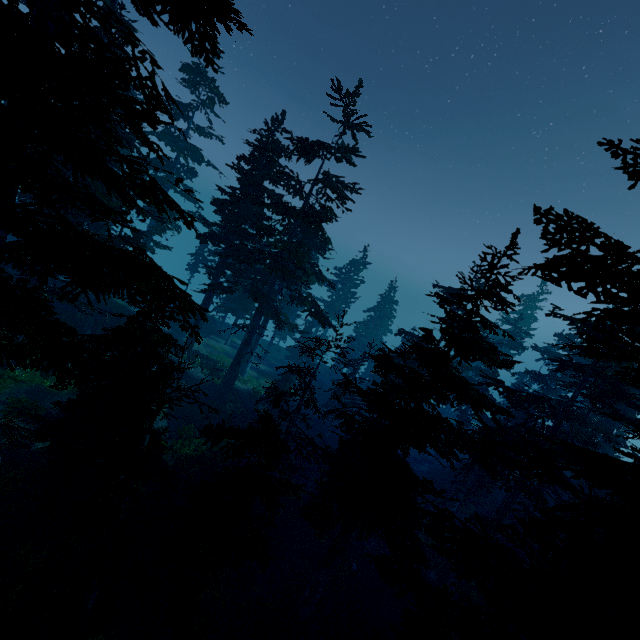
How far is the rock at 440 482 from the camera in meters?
30.9 m

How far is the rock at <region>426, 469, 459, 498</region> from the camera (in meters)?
30.86

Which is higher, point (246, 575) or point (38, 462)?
point (38, 462)

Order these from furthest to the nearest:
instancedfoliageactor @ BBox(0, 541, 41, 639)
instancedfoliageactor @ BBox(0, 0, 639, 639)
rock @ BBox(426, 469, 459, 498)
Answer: rock @ BBox(426, 469, 459, 498) → instancedfoliageactor @ BBox(0, 541, 41, 639) → instancedfoliageactor @ BBox(0, 0, 639, 639)

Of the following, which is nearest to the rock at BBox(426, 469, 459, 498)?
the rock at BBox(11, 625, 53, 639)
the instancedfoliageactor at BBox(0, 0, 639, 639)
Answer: the instancedfoliageactor at BBox(0, 0, 639, 639)

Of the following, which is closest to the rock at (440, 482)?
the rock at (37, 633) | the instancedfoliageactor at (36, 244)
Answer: the instancedfoliageactor at (36, 244)

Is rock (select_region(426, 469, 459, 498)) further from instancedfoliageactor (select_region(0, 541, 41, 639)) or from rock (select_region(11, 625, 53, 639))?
rock (select_region(11, 625, 53, 639))
